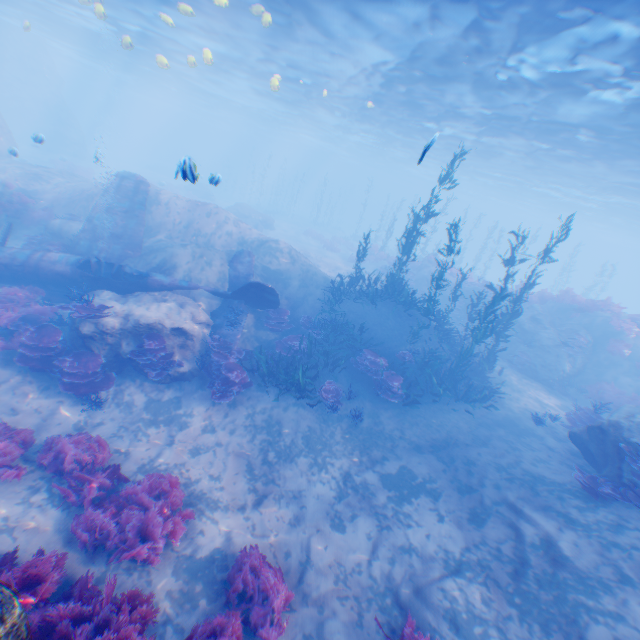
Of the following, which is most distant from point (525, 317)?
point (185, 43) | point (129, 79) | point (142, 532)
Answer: point (129, 79)

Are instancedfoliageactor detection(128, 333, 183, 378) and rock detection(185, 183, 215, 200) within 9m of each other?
no

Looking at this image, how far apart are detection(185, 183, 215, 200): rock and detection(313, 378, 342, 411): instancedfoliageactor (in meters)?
38.79

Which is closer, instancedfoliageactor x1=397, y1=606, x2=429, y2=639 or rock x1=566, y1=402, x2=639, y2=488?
instancedfoliageactor x1=397, y1=606, x2=429, y2=639

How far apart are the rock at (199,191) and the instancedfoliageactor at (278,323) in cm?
3457

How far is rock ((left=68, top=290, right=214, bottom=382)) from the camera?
10.2 meters

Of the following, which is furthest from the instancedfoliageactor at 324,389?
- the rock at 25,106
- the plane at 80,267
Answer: the rock at 25,106

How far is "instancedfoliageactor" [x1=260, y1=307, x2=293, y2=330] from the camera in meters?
13.8 m
